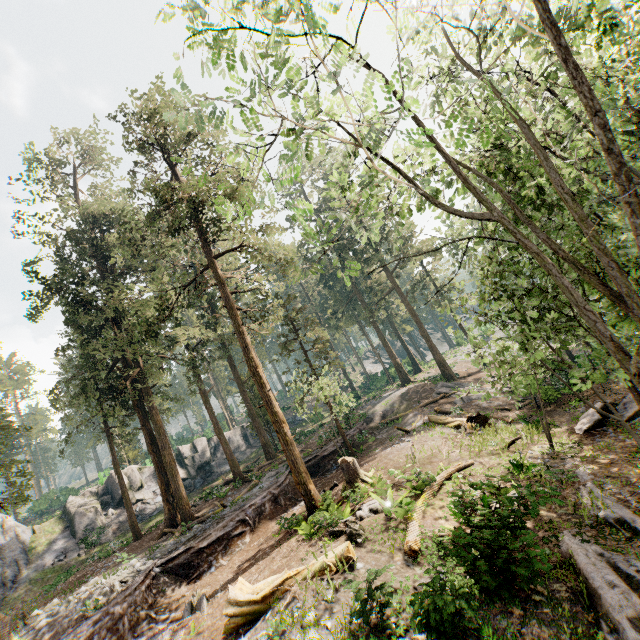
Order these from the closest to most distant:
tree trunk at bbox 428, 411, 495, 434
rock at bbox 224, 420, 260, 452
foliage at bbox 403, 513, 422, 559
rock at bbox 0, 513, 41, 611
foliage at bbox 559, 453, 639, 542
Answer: foliage at bbox 559, 453, 639, 542 < foliage at bbox 403, 513, 422, 559 < tree trunk at bbox 428, 411, 495, 434 < rock at bbox 0, 513, 41, 611 < rock at bbox 224, 420, 260, 452

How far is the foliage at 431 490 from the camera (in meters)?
12.68

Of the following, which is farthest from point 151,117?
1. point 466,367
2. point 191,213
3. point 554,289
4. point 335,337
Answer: point 335,337

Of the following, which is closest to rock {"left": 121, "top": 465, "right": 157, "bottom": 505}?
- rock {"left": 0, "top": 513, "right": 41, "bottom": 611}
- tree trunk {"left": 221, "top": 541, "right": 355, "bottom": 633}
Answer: rock {"left": 0, "top": 513, "right": 41, "bottom": 611}

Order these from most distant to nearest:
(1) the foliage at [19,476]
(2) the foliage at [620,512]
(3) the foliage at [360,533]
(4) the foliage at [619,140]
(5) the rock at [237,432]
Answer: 1. (5) the rock at [237,432]
2. (1) the foliage at [19,476]
3. (3) the foliage at [360,533]
4. (2) the foliage at [620,512]
5. (4) the foliage at [619,140]

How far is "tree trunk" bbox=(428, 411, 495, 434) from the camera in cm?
1986

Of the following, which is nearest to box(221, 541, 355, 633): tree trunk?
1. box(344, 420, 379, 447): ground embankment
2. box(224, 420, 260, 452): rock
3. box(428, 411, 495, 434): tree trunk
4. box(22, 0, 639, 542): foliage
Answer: box(22, 0, 639, 542): foliage

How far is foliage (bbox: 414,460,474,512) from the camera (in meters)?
12.68
